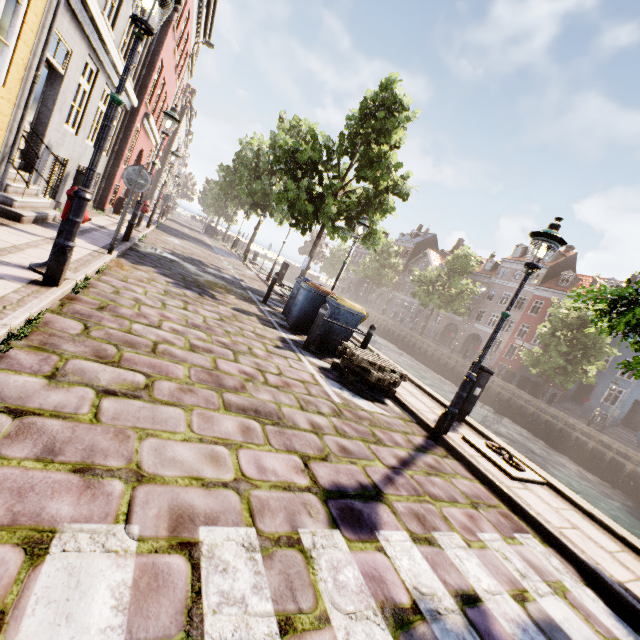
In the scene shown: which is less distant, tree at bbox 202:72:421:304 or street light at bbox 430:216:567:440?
street light at bbox 430:216:567:440

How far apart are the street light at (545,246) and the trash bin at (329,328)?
2.84m

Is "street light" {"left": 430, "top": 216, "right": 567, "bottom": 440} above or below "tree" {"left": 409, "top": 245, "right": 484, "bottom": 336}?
below

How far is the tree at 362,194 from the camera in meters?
12.5

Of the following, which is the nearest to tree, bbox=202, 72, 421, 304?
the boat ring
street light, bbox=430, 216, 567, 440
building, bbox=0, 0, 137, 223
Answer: street light, bbox=430, 216, 567, 440

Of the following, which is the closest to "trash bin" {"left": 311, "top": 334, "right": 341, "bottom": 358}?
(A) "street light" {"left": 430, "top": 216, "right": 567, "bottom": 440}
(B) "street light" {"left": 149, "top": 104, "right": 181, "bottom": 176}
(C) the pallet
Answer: (C) the pallet

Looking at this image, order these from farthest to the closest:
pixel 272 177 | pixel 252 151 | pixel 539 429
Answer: pixel 272 177 < pixel 252 151 < pixel 539 429

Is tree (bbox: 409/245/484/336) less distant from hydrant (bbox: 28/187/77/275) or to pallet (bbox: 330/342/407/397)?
pallet (bbox: 330/342/407/397)
